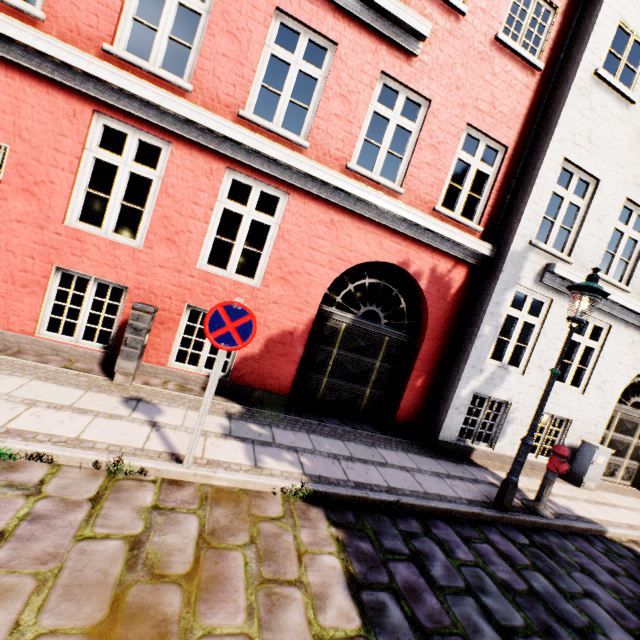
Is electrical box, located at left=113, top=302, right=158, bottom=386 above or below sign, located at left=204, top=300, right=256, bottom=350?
below

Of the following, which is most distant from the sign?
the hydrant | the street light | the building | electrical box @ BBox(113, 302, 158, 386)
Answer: the building

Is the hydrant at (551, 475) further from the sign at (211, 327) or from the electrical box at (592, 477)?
the sign at (211, 327)

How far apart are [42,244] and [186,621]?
5.37m

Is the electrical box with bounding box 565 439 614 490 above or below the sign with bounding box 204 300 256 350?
below

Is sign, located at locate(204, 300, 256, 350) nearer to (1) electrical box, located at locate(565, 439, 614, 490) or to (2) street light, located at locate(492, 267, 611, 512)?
(2) street light, located at locate(492, 267, 611, 512)

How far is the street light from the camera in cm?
468

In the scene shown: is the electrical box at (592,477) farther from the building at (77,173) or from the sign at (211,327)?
the building at (77,173)
